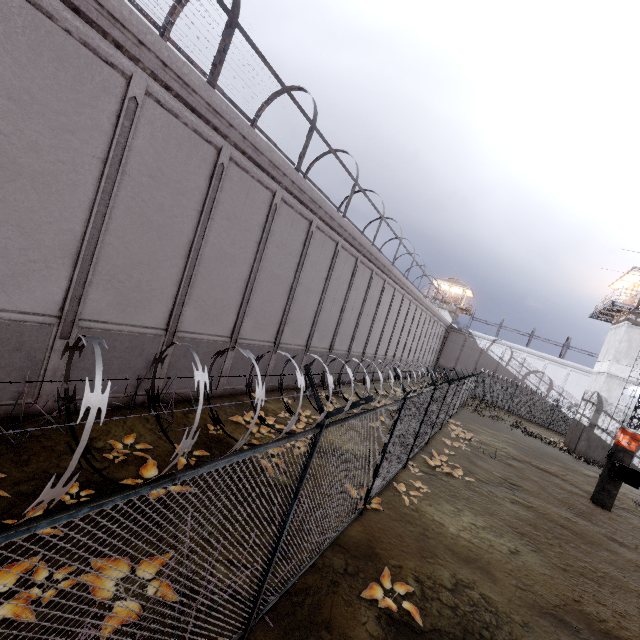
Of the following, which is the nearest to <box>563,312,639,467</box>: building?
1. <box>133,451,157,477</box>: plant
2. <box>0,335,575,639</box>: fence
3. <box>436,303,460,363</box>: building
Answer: <box>0,335,575,639</box>: fence

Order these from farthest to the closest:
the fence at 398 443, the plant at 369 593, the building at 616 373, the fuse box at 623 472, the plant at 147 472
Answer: the building at 616 373, the fuse box at 623 472, the plant at 147 472, the plant at 369 593, the fence at 398 443

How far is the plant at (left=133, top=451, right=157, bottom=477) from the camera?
5.97m

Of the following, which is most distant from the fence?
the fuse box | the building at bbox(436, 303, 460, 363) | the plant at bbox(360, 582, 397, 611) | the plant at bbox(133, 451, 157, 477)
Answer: the building at bbox(436, 303, 460, 363)

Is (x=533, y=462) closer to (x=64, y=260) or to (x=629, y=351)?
(x=629, y=351)

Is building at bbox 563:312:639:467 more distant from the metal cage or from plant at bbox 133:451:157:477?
plant at bbox 133:451:157:477

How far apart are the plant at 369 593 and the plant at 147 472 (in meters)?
4.18

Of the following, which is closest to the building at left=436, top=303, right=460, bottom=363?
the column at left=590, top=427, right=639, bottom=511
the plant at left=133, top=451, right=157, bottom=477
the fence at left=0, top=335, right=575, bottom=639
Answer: the fence at left=0, top=335, right=575, bottom=639
